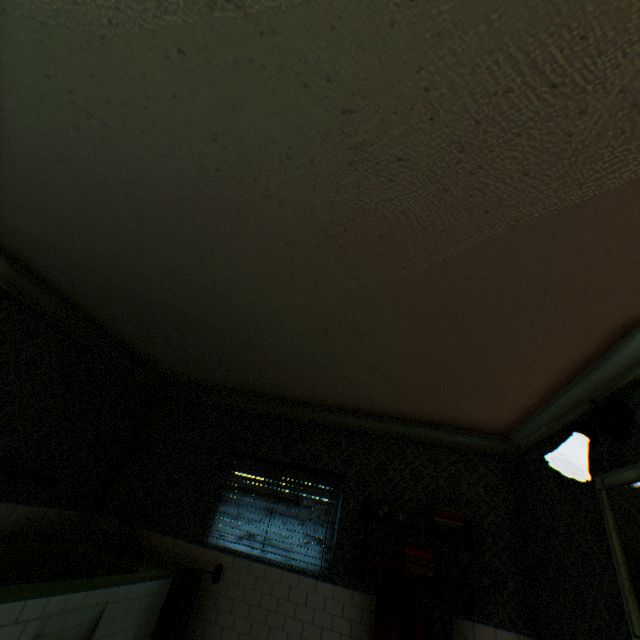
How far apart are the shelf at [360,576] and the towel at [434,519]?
0.1 meters

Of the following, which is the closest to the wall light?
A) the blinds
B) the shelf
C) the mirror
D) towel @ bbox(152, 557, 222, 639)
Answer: Result: the mirror

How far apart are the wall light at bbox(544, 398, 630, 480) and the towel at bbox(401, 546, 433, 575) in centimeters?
193cm

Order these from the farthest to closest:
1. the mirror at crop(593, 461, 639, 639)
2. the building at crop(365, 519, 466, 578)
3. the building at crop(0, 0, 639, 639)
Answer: the building at crop(365, 519, 466, 578) → the mirror at crop(593, 461, 639, 639) → the building at crop(0, 0, 639, 639)

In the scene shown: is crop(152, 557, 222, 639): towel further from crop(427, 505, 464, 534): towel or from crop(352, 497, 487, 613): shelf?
crop(427, 505, 464, 534): towel

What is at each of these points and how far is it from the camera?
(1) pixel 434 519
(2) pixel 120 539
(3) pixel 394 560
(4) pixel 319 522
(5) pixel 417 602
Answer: (1) towel, 3.7 meters
(2) building, 4.3 meters
(3) towel, 3.5 meters
(4) blinds, 4.2 meters
(5) towel, 3.4 meters

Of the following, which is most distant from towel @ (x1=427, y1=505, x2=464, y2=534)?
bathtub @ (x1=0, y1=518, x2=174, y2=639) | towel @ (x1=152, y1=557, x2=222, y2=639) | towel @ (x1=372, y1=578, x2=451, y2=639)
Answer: bathtub @ (x1=0, y1=518, x2=174, y2=639)

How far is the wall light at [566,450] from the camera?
2.3 meters
